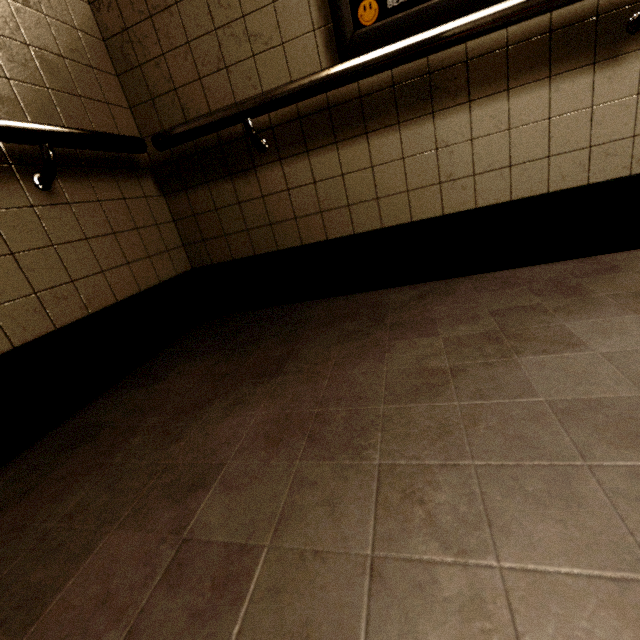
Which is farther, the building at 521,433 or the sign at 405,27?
the sign at 405,27

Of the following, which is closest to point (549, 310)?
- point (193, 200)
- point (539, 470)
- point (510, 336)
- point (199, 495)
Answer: Answer: point (510, 336)

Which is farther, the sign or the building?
the sign
